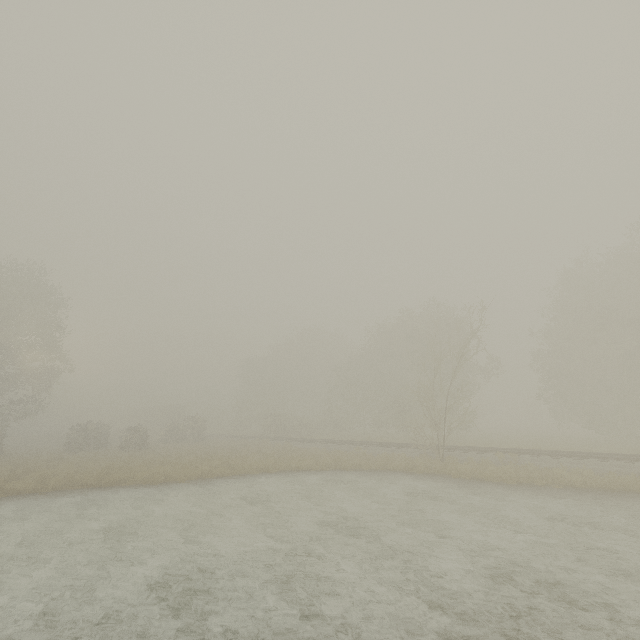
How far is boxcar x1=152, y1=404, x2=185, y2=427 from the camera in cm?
5675

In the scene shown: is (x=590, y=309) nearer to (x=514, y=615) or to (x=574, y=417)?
(x=574, y=417)

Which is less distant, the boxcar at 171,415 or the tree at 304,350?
the tree at 304,350

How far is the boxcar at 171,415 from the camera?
56.8m

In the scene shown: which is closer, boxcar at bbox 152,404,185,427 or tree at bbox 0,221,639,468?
tree at bbox 0,221,639,468
